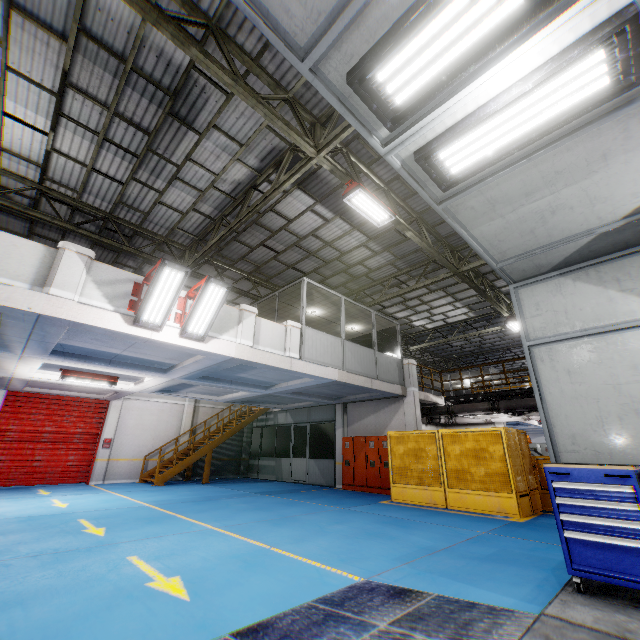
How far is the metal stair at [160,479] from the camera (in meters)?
15.23

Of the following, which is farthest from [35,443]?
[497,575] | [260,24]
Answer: [260,24]

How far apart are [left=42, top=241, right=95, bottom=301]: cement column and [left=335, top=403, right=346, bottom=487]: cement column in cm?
1218

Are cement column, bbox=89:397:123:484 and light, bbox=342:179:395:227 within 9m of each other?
no

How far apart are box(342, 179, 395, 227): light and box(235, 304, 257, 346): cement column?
3.84m

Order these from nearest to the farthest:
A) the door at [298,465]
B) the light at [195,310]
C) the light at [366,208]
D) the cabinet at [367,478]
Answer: the light at [195,310] → the light at [366,208] → the cabinet at [367,478] → the door at [298,465]

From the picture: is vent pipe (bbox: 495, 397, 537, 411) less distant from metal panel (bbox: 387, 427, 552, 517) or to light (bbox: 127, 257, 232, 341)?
metal panel (bbox: 387, 427, 552, 517)

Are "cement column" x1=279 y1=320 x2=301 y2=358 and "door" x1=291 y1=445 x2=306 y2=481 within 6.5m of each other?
no
